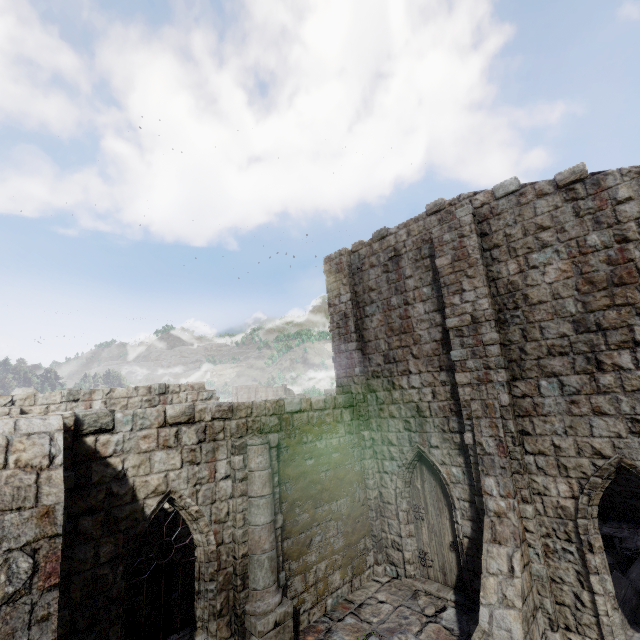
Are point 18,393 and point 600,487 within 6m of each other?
no

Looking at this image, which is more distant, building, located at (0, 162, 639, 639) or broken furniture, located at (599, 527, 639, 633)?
broken furniture, located at (599, 527, 639, 633)

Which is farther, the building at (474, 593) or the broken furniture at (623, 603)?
the broken furniture at (623, 603)
